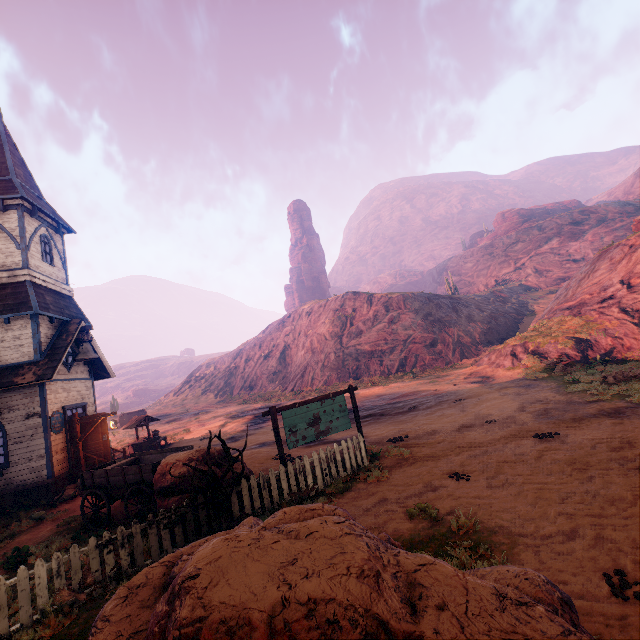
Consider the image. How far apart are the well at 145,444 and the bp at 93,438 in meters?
4.9

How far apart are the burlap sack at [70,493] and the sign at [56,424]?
2.0 meters

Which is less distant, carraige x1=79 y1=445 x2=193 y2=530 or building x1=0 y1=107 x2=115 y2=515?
carraige x1=79 y1=445 x2=193 y2=530

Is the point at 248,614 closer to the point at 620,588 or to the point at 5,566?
the point at 620,588

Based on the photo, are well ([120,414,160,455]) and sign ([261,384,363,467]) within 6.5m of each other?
no

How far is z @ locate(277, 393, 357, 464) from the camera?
12.21m

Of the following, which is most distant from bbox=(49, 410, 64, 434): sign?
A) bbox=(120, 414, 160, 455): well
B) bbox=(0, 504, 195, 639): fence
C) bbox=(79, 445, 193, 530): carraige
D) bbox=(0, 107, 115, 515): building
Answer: bbox=(0, 504, 195, 639): fence

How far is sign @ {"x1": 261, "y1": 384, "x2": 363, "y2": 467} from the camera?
9.5m
